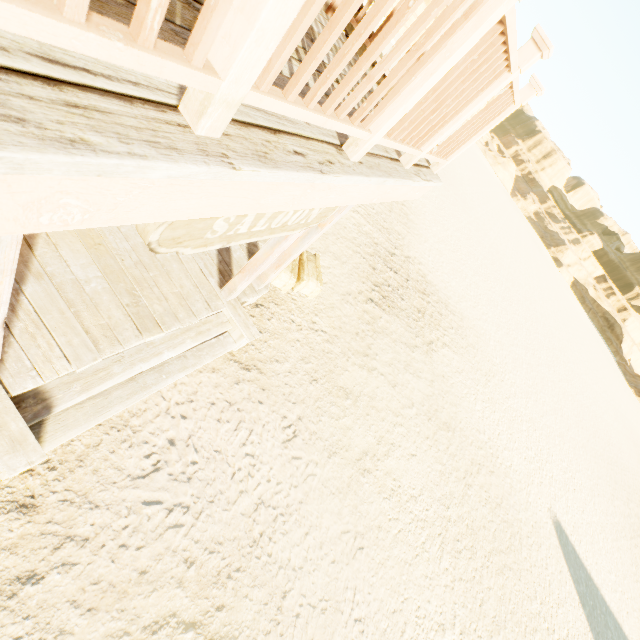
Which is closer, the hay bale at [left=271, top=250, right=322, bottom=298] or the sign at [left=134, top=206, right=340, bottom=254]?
the sign at [left=134, top=206, right=340, bottom=254]

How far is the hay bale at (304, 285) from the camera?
5.92m

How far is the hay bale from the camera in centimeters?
592cm

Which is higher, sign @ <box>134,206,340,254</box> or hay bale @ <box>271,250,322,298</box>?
sign @ <box>134,206,340,254</box>

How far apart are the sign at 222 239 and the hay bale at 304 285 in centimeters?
291cm

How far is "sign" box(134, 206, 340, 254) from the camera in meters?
1.5

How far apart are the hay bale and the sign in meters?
2.9

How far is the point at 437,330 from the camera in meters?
10.7
